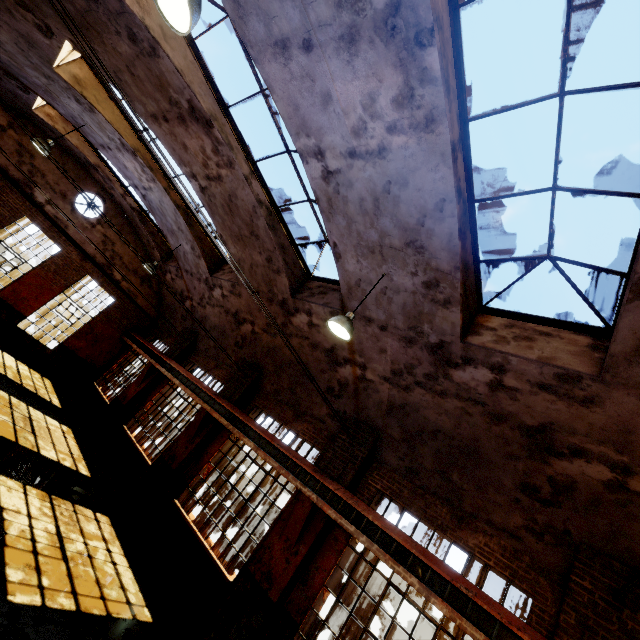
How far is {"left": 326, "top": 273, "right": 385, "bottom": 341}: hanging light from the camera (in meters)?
5.75

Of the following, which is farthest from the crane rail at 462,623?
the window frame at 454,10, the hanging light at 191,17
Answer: the hanging light at 191,17

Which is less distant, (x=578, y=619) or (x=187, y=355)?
(x=578, y=619)

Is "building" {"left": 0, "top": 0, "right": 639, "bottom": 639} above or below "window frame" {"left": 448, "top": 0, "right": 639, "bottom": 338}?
below

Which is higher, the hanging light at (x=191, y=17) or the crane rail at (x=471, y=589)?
the hanging light at (x=191, y=17)

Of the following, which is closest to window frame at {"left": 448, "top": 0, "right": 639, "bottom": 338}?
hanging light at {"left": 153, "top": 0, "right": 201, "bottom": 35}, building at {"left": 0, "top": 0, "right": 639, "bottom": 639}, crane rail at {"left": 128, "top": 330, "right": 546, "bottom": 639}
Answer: building at {"left": 0, "top": 0, "right": 639, "bottom": 639}

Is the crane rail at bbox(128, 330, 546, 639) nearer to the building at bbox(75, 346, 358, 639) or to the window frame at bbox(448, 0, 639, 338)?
the building at bbox(75, 346, 358, 639)

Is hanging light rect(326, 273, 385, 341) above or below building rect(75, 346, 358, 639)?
above
